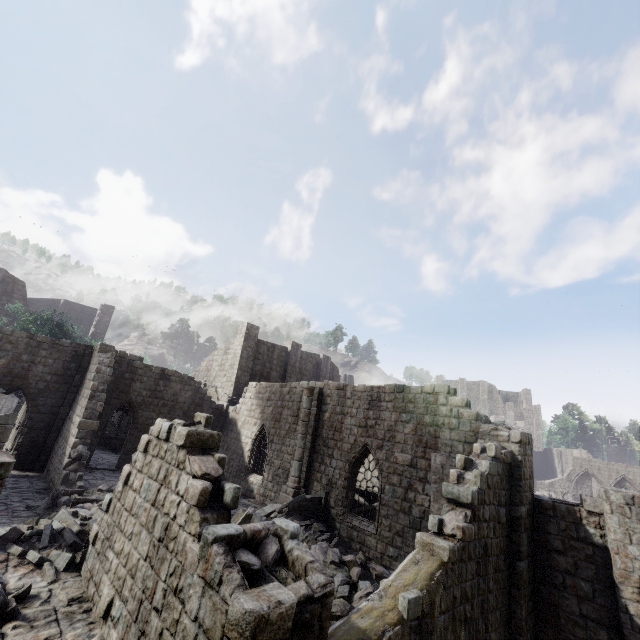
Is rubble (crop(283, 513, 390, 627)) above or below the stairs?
below

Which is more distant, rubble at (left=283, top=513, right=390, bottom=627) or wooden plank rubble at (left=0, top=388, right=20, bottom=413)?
wooden plank rubble at (left=0, top=388, right=20, bottom=413)

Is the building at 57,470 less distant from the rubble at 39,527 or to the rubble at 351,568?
the rubble at 39,527

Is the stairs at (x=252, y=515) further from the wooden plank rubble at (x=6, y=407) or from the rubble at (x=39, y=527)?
the wooden plank rubble at (x=6, y=407)

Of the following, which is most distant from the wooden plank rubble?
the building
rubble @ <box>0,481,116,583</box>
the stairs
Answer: the stairs

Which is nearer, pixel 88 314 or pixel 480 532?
pixel 480 532

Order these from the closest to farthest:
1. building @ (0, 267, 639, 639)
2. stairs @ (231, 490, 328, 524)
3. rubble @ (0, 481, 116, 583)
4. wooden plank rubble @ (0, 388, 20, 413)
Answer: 1. building @ (0, 267, 639, 639)
2. rubble @ (0, 481, 116, 583)
3. stairs @ (231, 490, 328, 524)
4. wooden plank rubble @ (0, 388, 20, 413)

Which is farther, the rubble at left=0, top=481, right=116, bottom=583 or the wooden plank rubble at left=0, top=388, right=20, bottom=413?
the wooden plank rubble at left=0, top=388, right=20, bottom=413
